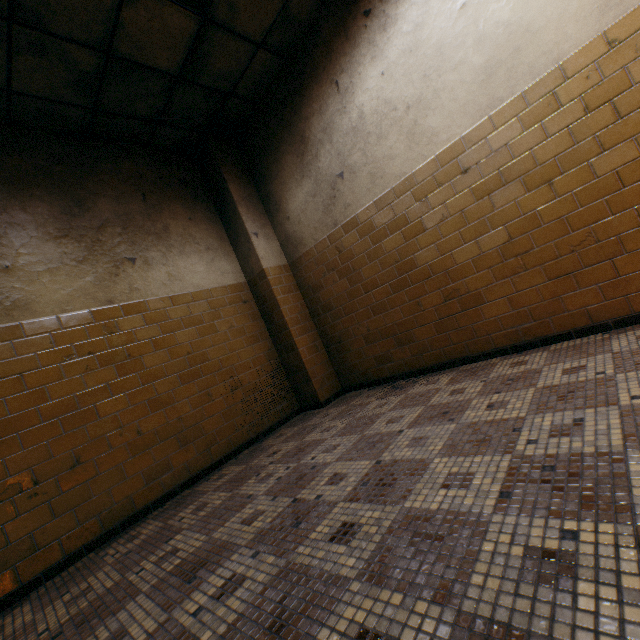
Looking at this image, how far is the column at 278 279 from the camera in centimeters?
423cm

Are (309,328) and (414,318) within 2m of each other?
yes

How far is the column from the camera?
4.23m
